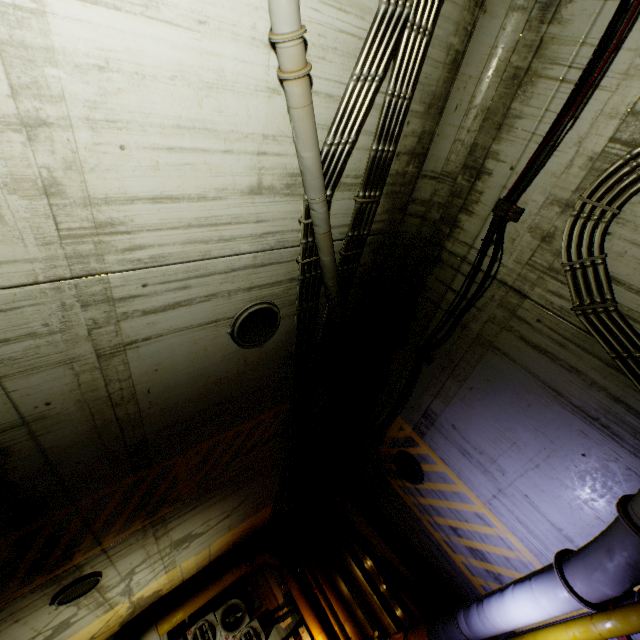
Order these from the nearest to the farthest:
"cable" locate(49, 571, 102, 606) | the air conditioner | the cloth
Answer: "cable" locate(49, 571, 102, 606) < the cloth < the air conditioner

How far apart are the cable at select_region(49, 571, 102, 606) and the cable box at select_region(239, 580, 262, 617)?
5.2m

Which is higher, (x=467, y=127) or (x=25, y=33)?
(x=25, y=33)

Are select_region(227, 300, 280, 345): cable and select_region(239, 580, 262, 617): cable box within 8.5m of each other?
no

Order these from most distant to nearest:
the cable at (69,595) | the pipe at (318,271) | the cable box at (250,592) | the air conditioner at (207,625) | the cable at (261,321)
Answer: the cable box at (250,592) < the air conditioner at (207,625) < the cable at (69,595) < the cable at (261,321) < the pipe at (318,271)

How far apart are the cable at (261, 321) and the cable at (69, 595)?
6.01m

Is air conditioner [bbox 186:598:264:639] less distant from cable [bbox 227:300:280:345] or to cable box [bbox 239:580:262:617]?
cable box [bbox 239:580:262:617]

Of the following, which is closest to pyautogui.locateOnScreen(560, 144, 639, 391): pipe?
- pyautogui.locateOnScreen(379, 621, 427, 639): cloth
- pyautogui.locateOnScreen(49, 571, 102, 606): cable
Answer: pyautogui.locateOnScreen(379, 621, 427, 639): cloth
